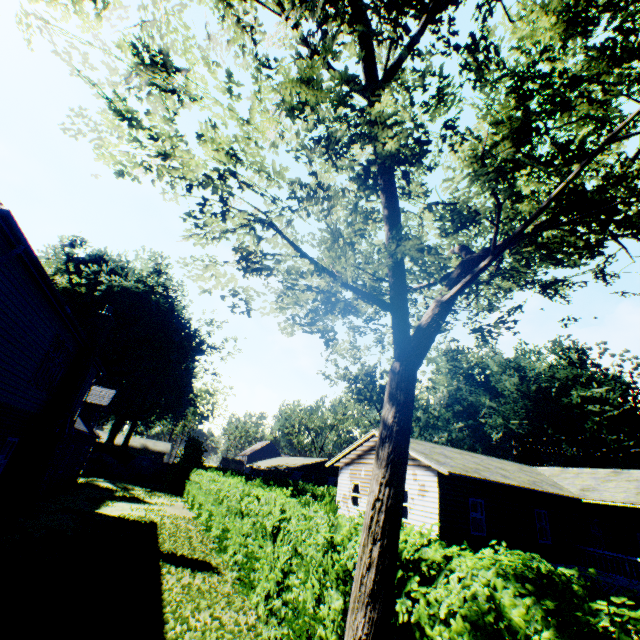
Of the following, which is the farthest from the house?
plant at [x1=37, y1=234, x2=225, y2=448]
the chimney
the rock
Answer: plant at [x1=37, y1=234, x2=225, y2=448]

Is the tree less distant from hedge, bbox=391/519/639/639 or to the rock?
hedge, bbox=391/519/639/639

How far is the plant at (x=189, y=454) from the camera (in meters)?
38.41

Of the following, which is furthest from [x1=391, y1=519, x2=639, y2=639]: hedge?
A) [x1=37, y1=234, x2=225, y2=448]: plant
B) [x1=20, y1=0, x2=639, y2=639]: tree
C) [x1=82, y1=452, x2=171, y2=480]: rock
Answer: [x1=37, y1=234, x2=225, y2=448]: plant

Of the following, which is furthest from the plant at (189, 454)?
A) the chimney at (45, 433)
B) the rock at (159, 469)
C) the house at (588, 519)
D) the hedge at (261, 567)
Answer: the house at (588, 519)

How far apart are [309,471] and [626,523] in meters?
31.3

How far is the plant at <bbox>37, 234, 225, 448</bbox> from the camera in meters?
43.4

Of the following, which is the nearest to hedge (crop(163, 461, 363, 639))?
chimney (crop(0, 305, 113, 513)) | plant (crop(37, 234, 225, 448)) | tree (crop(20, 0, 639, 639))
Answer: tree (crop(20, 0, 639, 639))
